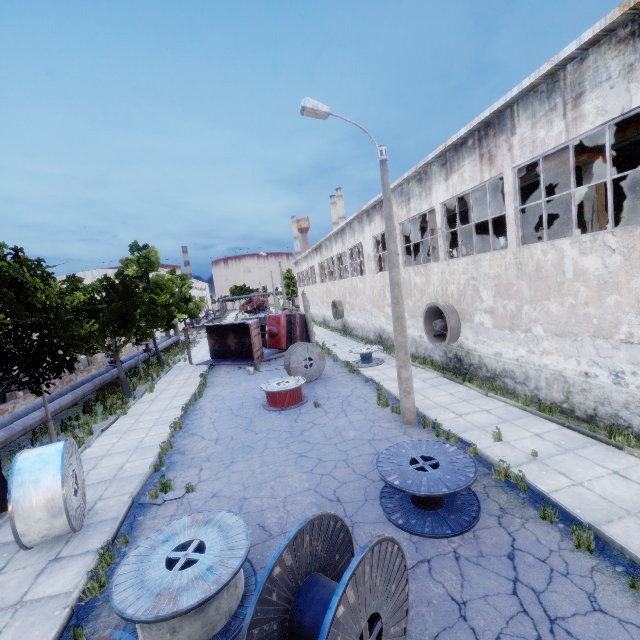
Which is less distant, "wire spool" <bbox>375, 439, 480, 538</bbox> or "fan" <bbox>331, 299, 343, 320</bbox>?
"wire spool" <bbox>375, 439, 480, 538</bbox>

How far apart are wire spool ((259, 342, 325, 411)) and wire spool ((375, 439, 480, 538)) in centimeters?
629cm

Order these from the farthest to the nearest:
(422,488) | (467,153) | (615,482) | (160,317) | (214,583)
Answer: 1. (160,317)
2. (467,153)
3. (615,482)
4. (422,488)
5. (214,583)

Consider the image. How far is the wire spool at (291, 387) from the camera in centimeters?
1355cm

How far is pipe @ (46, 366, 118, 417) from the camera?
14.3 meters

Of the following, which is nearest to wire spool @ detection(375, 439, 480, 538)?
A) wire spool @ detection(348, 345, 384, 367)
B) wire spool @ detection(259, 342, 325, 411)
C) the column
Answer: wire spool @ detection(259, 342, 325, 411)

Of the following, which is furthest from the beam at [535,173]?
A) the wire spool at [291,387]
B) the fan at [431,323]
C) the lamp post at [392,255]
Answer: the wire spool at [291,387]

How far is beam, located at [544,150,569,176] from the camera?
11.7 meters
